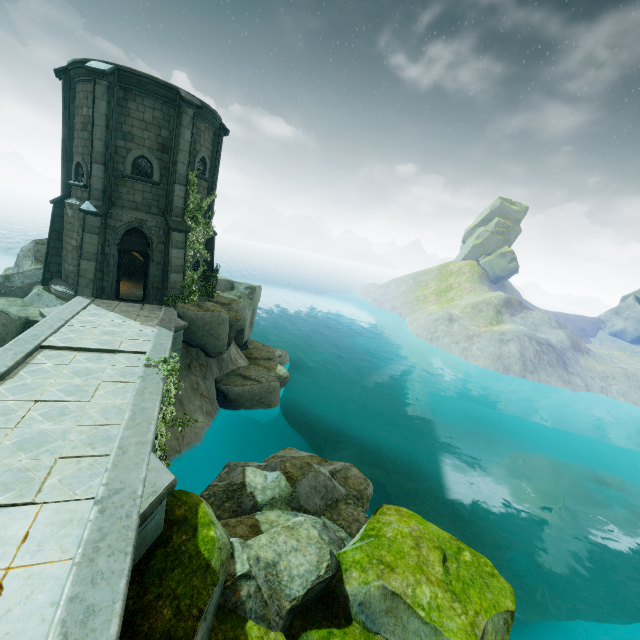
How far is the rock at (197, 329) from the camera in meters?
15.9

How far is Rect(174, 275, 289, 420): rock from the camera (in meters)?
15.90

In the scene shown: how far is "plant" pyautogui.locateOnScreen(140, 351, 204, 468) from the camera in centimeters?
763cm

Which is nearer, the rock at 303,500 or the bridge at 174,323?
the rock at 303,500

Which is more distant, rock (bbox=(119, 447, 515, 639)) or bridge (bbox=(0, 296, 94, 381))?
bridge (bbox=(0, 296, 94, 381))

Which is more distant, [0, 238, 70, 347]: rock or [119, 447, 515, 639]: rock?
[0, 238, 70, 347]: rock

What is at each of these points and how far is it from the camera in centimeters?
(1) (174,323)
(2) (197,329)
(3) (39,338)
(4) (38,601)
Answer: (1) bridge, 1358cm
(2) rock, 1573cm
(3) bridge, 971cm
(4) bridge, 381cm

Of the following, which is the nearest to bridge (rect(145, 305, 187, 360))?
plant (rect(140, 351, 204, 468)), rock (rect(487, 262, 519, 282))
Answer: plant (rect(140, 351, 204, 468))
